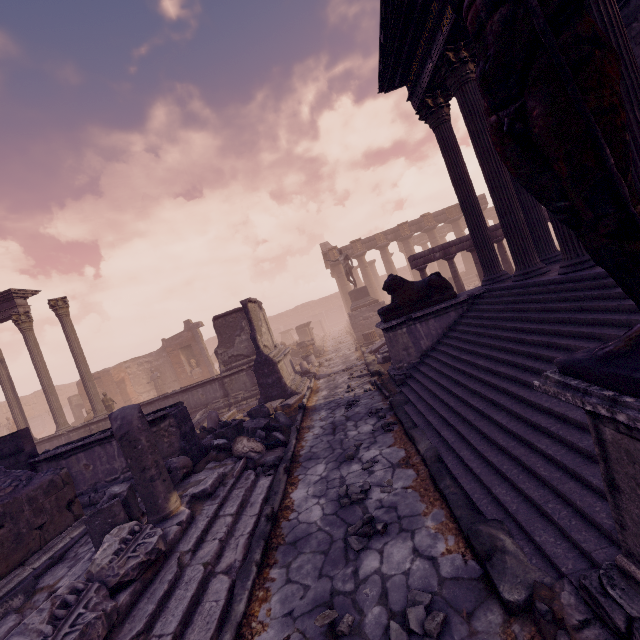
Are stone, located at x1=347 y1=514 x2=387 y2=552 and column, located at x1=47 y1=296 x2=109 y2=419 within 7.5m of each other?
no

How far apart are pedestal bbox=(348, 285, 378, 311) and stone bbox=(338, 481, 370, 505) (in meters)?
15.60

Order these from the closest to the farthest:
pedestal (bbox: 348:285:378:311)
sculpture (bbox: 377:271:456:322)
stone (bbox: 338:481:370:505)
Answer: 1. stone (bbox: 338:481:370:505)
2. sculpture (bbox: 377:271:456:322)
3. pedestal (bbox: 348:285:378:311)

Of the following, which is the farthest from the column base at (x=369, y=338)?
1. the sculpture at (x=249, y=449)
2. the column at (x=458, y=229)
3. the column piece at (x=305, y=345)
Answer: the column at (x=458, y=229)

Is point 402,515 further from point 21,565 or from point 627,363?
point 21,565

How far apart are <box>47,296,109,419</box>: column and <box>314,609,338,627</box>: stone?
14.7m

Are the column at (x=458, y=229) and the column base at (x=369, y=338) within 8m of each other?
no

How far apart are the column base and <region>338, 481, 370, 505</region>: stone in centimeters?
1174cm
